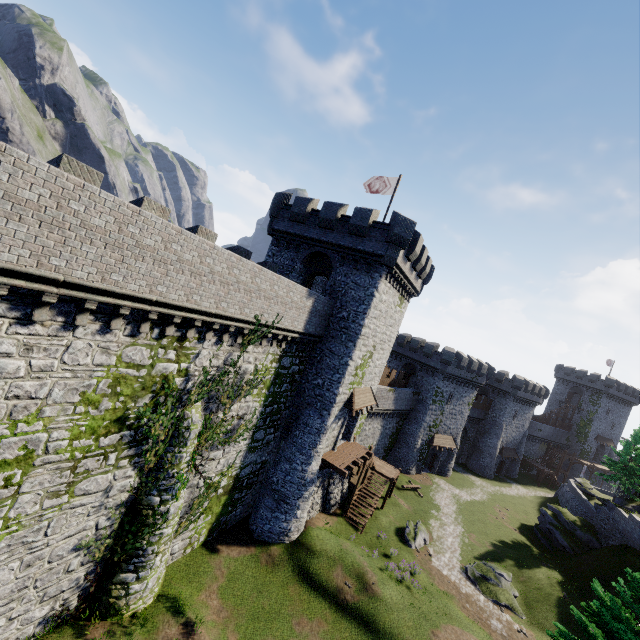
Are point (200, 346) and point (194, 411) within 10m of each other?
yes

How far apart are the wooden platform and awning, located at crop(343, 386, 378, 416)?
3.09m

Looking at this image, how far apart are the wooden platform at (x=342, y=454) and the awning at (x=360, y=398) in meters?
3.1 m

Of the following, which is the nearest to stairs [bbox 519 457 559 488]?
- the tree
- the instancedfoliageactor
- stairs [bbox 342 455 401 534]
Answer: the tree

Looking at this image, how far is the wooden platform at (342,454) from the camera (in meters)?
22.08

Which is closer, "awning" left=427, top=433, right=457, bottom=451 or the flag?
the flag

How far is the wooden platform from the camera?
22.08m

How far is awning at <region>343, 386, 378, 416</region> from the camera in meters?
23.2
